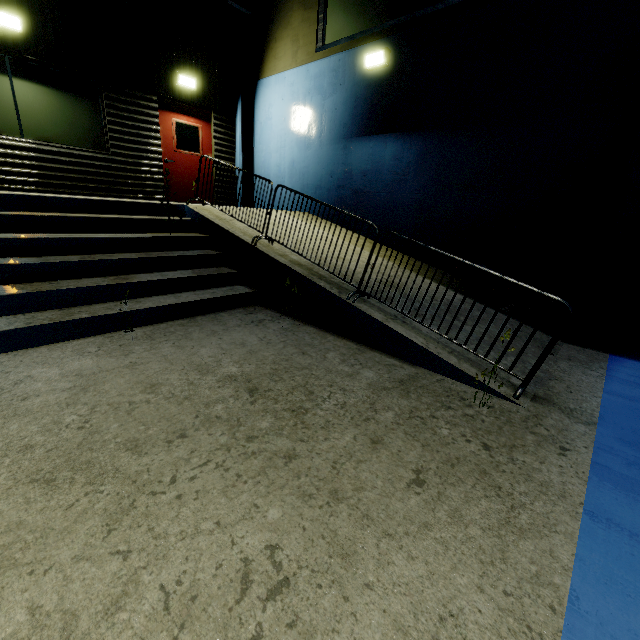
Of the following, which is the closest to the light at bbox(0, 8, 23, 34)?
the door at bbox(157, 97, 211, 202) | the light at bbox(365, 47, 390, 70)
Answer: the door at bbox(157, 97, 211, 202)

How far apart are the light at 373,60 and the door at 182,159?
4.81m

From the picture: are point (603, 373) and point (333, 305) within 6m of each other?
yes

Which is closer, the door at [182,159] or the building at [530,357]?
the building at [530,357]

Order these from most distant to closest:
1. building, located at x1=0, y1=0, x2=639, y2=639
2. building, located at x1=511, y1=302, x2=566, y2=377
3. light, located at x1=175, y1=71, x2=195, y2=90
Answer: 1. light, located at x1=175, y1=71, x2=195, y2=90
2. building, located at x1=511, y1=302, x2=566, y2=377
3. building, located at x1=0, y1=0, x2=639, y2=639

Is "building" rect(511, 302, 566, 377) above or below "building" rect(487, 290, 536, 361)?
below

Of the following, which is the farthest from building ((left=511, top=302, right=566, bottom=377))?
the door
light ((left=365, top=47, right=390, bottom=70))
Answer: light ((left=365, top=47, right=390, bottom=70))

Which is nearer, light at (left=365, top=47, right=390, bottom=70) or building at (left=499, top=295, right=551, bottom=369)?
building at (left=499, top=295, right=551, bottom=369)
